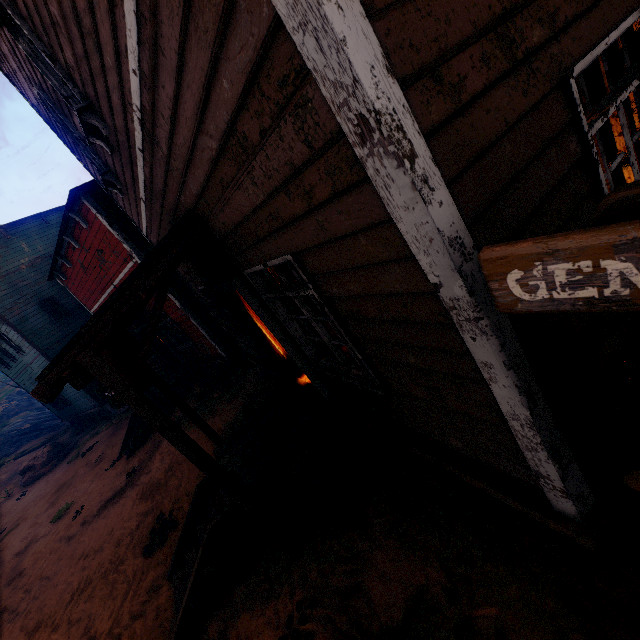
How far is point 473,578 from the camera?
3.0 meters

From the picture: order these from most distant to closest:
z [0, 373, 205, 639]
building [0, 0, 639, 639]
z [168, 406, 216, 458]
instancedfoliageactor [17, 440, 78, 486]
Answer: instancedfoliageactor [17, 440, 78, 486] < z [168, 406, 216, 458] < z [0, 373, 205, 639] < building [0, 0, 639, 639]

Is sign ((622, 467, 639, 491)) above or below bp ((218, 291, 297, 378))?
below

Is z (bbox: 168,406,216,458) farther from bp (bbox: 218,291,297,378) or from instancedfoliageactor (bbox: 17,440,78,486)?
bp (bbox: 218,291,297,378)

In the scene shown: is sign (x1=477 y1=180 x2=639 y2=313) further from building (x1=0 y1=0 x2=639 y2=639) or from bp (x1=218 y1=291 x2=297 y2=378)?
bp (x1=218 y1=291 x2=297 y2=378)

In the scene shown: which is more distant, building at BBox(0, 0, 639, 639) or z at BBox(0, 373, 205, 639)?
z at BBox(0, 373, 205, 639)

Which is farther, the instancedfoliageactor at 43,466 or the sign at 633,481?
the instancedfoliageactor at 43,466

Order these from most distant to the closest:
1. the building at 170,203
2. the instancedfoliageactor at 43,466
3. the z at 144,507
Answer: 1. the instancedfoliageactor at 43,466
2. the z at 144,507
3. the building at 170,203
